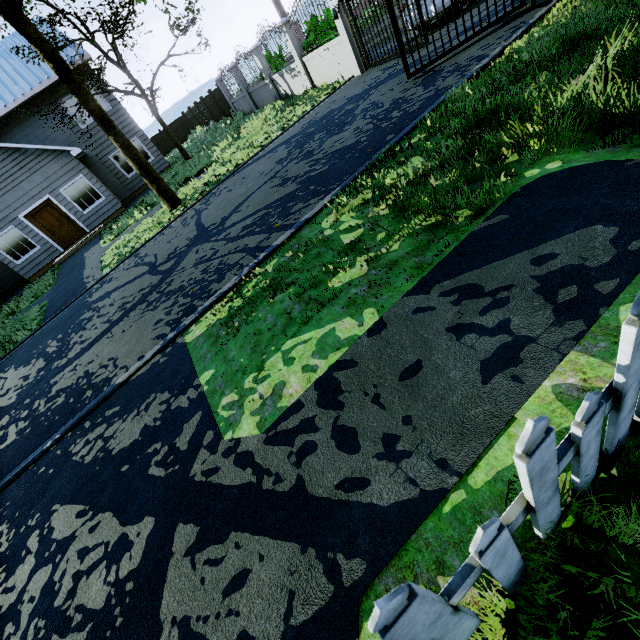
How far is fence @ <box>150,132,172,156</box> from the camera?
29.8m

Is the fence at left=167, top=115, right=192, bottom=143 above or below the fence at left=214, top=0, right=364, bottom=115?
above

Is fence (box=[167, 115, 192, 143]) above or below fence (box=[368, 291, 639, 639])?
above

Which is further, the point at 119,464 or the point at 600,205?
the point at 119,464

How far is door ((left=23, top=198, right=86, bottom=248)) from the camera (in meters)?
15.75

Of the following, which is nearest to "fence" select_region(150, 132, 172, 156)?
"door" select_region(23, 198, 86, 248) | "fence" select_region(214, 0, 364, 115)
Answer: "door" select_region(23, 198, 86, 248)

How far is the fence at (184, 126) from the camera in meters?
30.2

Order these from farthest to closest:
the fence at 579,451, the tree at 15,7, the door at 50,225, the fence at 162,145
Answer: the fence at 162,145
the door at 50,225
the tree at 15,7
the fence at 579,451
